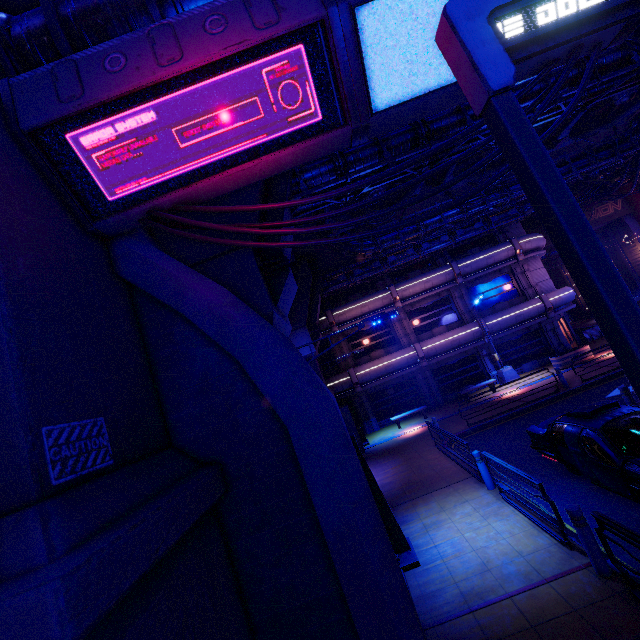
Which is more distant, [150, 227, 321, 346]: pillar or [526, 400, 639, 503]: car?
[150, 227, 321, 346]: pillar

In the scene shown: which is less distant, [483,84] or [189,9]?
[483,84]

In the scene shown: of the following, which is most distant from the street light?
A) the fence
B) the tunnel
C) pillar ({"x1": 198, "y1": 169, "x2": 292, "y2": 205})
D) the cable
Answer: the cable

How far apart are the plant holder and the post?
17.54m

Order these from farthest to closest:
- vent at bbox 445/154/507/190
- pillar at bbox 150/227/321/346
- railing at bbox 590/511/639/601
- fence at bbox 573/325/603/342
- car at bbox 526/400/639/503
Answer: fence at bbox 573/325/603/342 → vent at bbox 445/154/507/190 → pillar at bbox 150/227/321/346 → car at bbox 526/400/639/503 → railing at bbox 590/511/639/601

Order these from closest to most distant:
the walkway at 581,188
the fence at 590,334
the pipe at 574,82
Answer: the pipe at 574,82 < the walkway at 581,188 < the fence at 590,334

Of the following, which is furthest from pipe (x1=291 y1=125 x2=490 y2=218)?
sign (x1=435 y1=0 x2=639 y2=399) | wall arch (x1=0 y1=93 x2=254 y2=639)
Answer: sign (x1=435 y1=0 x2=639 y2=399)

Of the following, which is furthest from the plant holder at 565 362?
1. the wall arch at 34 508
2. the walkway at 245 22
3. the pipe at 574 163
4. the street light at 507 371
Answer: the wall arch at 34 508
